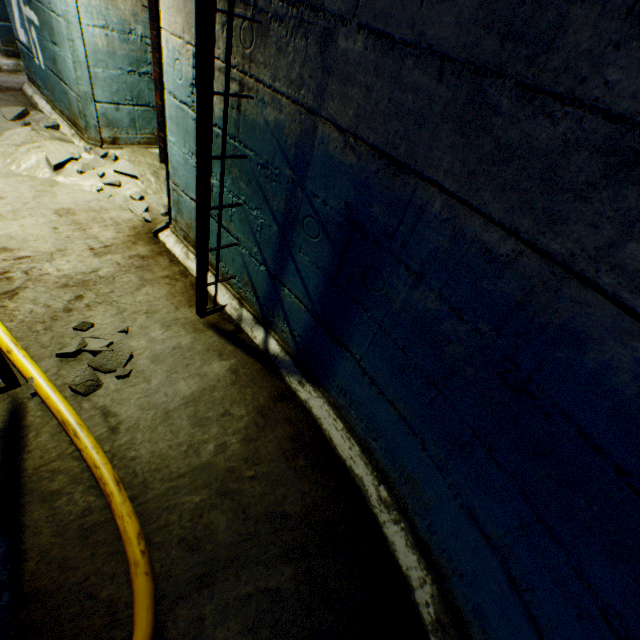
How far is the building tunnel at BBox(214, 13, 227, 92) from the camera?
1.7 meters

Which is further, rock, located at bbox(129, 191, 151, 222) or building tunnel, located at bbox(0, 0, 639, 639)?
rock, located at bbox(129, 191, 151, 222)

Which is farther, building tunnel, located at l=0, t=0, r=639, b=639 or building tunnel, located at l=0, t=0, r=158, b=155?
building tunnel, located at l=0, t=0, r=158, b=155

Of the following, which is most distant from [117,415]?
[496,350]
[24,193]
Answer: [24,193]

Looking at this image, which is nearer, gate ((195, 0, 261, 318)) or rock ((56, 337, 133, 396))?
gate ((195, 0, 261, 318))

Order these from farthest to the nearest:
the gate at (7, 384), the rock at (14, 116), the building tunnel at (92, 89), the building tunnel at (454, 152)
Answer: the rock at (14, 116) → the building tunnel at (92, 89) → the gate at (7, 384) → the building tunnel at (454, 152)

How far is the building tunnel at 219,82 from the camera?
1.67m

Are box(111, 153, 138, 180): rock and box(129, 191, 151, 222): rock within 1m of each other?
yes
